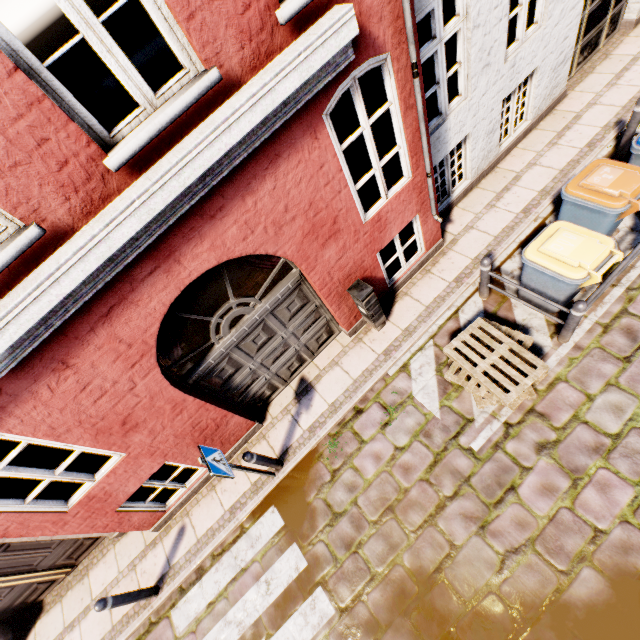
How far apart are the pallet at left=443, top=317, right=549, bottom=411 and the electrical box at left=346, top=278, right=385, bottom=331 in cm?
128

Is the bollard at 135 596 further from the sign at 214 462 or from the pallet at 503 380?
the pallet at 503 380

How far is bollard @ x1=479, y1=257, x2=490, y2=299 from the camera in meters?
5.1 m

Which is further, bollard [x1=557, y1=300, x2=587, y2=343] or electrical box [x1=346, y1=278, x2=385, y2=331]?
electrical box [x1=346, y1=278, x2=385, y2=331]

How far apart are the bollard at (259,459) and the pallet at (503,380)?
3.2 meters

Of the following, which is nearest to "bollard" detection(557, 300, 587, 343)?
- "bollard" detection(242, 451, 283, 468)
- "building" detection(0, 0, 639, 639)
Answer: "building" detection(0, 0, 639, 639)

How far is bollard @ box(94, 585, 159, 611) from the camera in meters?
4.7 m

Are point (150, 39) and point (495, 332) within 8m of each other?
no
